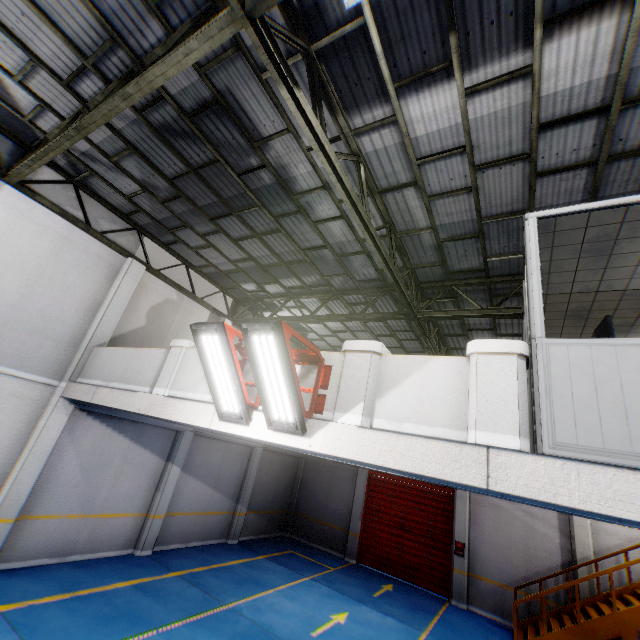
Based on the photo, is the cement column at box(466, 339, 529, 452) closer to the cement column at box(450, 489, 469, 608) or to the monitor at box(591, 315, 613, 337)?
the monitor at box(591, 315, 613, 337)

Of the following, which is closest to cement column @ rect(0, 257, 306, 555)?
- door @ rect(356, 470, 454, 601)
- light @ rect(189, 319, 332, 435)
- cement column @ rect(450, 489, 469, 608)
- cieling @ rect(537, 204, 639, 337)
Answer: door @ rect(356, 470, 454, 601)

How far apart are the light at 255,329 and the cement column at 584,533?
12.5m

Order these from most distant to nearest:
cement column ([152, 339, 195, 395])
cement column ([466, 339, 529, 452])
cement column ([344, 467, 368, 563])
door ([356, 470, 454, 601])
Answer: cement column ([344, 467, 368, 563]) → door ([356, 470, 454, 601]) → cement column ([152, 339, 195, 395]) → cement column ([466, 339, 529, 452])

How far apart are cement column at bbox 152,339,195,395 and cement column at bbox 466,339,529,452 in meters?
5.2

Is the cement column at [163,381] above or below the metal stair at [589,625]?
above

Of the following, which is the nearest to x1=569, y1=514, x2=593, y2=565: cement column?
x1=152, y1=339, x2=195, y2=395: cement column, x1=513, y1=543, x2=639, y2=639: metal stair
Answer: x1=513, y1=543, x2=639, y2=639: metal stair

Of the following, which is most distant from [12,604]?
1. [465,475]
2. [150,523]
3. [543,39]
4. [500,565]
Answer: [500,565]
